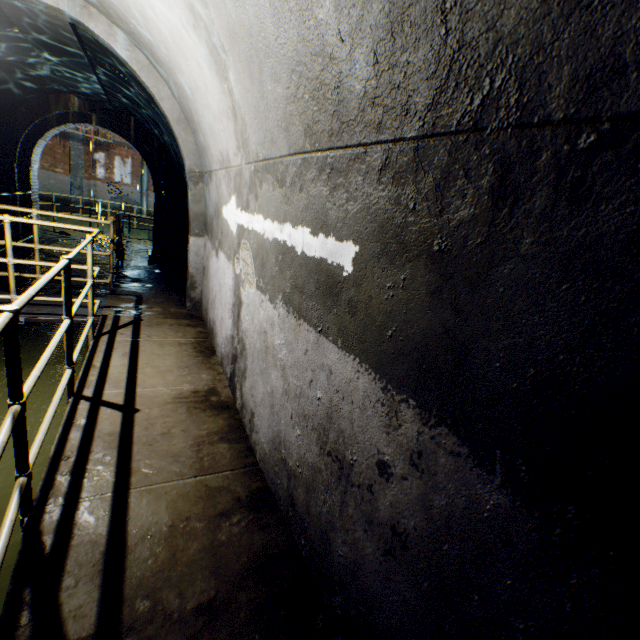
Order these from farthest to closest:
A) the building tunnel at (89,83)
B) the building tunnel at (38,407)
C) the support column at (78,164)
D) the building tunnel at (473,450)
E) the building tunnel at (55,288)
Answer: the support column at (78,164), the building tunnel at (55,288), the building tunnel at (89,83), the building tunnel at (38,407), the building tunnel at (473,450)

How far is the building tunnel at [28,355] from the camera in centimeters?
481cm

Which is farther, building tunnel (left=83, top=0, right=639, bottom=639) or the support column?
the support column

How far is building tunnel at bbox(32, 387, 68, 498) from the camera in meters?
3.1

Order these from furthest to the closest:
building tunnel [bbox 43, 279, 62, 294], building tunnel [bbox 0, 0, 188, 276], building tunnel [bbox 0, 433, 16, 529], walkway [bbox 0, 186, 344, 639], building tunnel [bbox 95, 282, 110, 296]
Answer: building tunnel [bbox 95, 282, 110, 296] → building tunnel [bbox 43, 279, 62, 294] → building tunnel [bbox 0, 0, 188, 276] → building tunnel [bbox 0, 433, 16, 529] → walkway [bbox 0, 186, 344, 639]

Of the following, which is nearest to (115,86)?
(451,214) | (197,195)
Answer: (197,195)

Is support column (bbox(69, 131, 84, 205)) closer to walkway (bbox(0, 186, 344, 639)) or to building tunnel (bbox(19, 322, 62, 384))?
building tunnel (bbox(19, 322, 62, 384))
